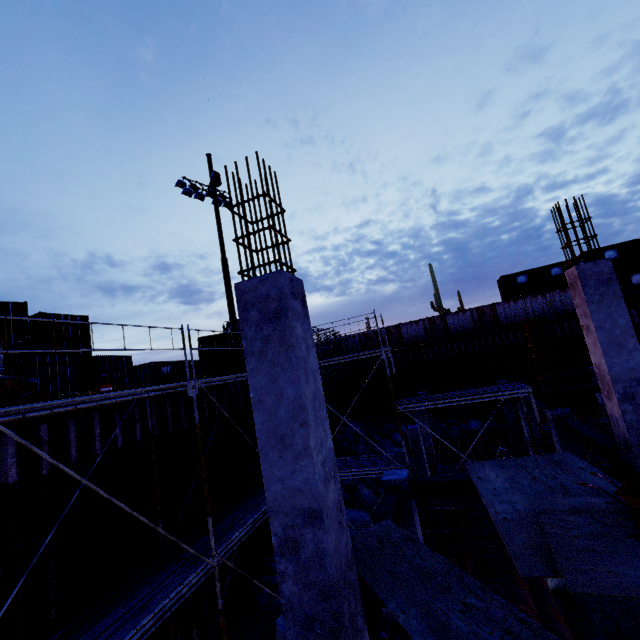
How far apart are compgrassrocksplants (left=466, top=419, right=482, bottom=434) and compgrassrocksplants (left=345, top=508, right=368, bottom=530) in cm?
1102

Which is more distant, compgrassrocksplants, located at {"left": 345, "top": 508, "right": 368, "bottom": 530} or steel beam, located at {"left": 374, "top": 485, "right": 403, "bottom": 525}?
compgrassrocksplants, located at {"left": 345, "top": 508, "right": 368, "bottom": 530}

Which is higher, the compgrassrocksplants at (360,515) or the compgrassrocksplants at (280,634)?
the compgrassrocksplants at (280,634)

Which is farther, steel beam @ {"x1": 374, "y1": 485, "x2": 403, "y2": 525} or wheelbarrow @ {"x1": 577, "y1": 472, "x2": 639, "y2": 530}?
steel beam @ {"x1": 374, "y1": 485, "x2": 403, "y2": 525}

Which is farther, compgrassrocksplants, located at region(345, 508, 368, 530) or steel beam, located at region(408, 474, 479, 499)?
compgrassrocksplants, located at region(345, 508, 368, 530)

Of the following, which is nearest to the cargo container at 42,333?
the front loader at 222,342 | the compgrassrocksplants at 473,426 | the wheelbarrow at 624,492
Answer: the front loader at 222,342

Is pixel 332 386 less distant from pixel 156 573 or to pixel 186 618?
pixel 186 618

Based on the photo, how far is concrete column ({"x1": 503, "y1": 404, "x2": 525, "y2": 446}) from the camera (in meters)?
19.55
